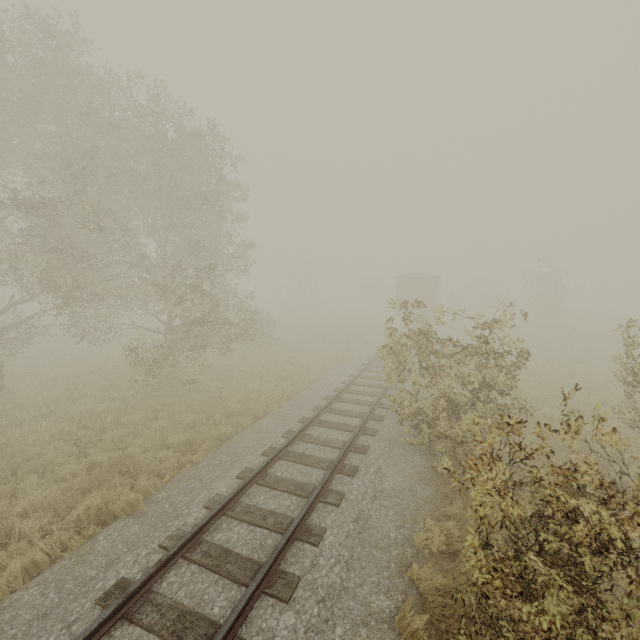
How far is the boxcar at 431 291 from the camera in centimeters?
2825cm

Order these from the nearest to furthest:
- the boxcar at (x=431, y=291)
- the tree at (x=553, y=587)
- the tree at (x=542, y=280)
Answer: the tree at (x=553, y=587) → the boxcar at (x=431, y=291) → the tree at (x=542, y=280)

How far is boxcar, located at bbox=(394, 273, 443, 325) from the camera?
28.25m

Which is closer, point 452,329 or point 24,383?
point 24,383

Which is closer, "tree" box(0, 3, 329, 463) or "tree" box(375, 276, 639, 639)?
"tree" box(375, 276, 639, 639)

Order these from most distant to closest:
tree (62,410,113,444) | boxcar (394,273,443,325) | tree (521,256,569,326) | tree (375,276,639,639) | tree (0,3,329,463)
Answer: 1. tree (521,256,569,326)
2. boxcar (394,273,443,325)
3. tree (0,3,329,463)
4. tree (62,410,113,444)
5. tree (375,276,639,639)

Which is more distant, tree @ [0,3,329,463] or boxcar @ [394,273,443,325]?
boxcar @ [394,273,443,325]
